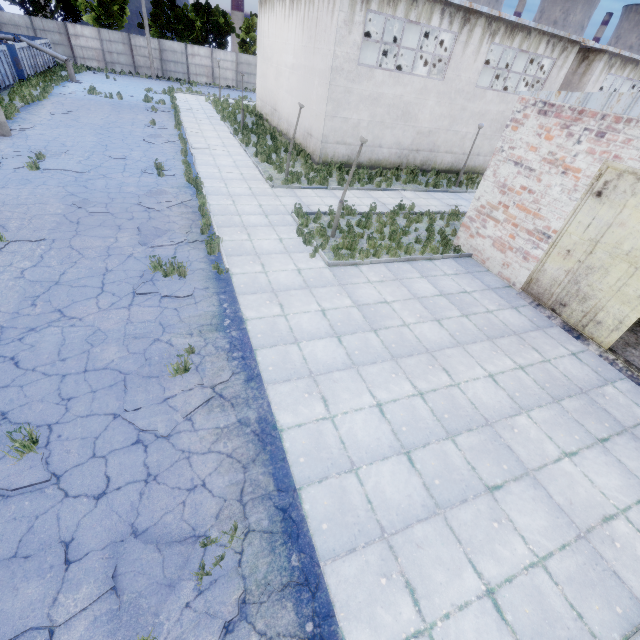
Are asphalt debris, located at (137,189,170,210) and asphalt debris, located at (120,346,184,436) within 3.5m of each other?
no

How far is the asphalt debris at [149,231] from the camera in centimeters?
950cm

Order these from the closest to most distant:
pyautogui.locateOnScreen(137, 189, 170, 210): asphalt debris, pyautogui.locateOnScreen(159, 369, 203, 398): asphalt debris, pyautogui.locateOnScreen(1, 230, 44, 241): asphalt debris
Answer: pyautogui.locateOnScreen(159, 369, 203, 398): asphalt debris → pyautogui.locateOnScreen(1, 230, 44, 241): asphalt debris → pyautogui.locateOnScreen(137, 189, 170, 210): asphalt debris

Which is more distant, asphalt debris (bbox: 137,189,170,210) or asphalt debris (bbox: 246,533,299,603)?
asphalt debris (bbox: 137,189,170,210)

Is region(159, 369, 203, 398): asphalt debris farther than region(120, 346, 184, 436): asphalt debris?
Yes

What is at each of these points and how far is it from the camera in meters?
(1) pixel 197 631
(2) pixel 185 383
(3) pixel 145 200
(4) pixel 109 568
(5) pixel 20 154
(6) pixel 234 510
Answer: (1) asphalt debris, 3.5 m
(2) asphalt debris, 5.9 m
(3) asphalt debris, 11.7 m
(4) asphalt debris, 3.8 m
(5) asphalt debris, 13.4 m
(6) asphalt debris, 4.4 m

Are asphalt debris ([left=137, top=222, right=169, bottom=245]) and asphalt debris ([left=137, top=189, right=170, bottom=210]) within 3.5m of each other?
yes

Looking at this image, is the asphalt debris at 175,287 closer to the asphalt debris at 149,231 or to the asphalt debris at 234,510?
the asphalt debris at 149,231
